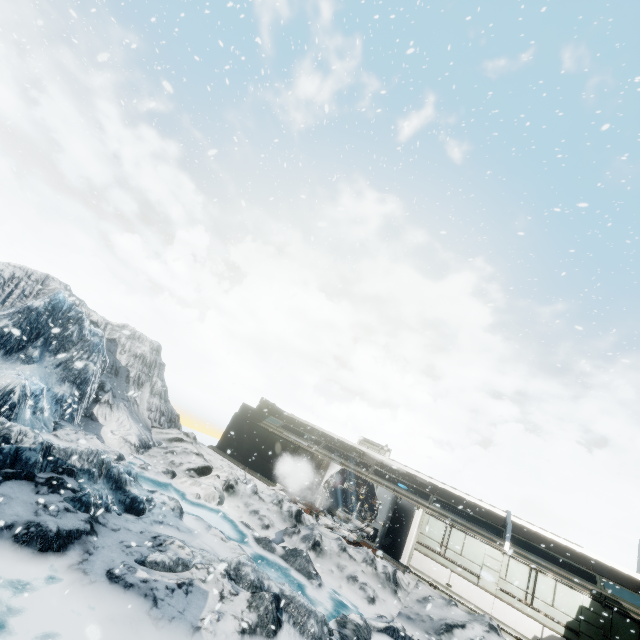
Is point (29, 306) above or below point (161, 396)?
above
